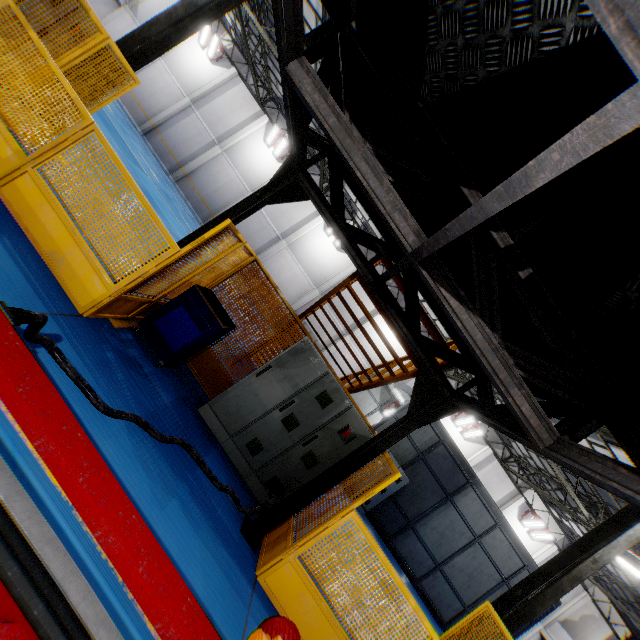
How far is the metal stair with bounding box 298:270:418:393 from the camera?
5.8 meters

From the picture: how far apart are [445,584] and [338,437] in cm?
1213

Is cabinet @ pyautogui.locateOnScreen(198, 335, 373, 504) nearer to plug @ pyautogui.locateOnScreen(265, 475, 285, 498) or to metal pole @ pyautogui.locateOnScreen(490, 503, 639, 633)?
plug @ pyautogui.locateOnScreen(265, 475, 285, 498)

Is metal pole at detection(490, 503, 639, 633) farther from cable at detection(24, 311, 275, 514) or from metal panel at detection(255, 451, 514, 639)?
cable at detection(24, 311, 275, 514)

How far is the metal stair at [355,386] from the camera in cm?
577

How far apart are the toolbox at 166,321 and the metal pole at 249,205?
0.4 meters

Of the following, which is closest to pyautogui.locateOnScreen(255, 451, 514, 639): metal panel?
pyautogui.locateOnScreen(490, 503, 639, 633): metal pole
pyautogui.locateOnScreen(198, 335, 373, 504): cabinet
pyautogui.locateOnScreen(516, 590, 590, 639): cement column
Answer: pyautogui.locateOnScreen(198, 335, 373, 504): cabinet

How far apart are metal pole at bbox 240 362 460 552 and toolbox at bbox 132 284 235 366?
2.53m
